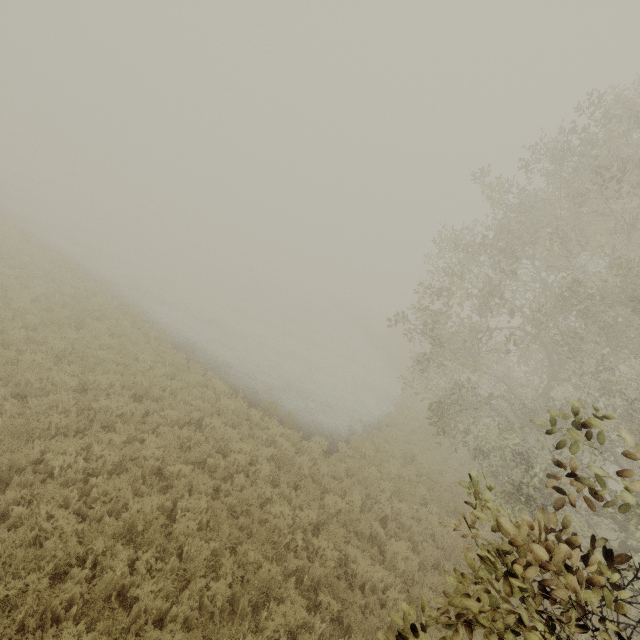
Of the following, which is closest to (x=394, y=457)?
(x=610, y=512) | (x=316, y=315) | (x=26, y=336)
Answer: (x=610, y=512)
